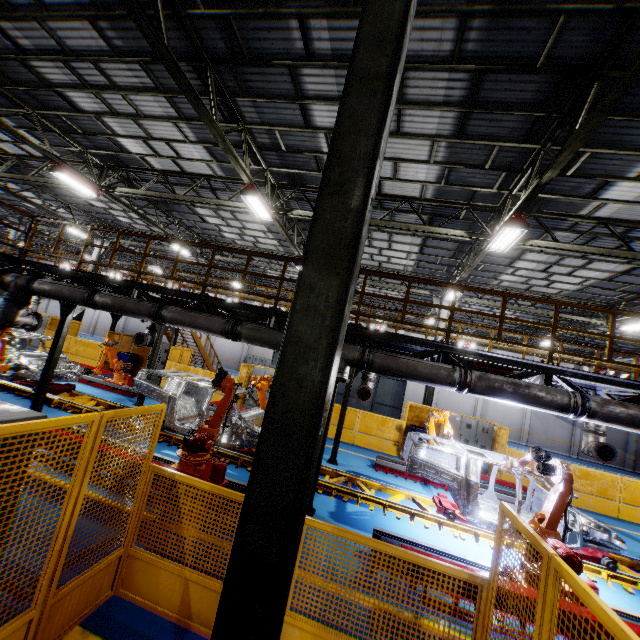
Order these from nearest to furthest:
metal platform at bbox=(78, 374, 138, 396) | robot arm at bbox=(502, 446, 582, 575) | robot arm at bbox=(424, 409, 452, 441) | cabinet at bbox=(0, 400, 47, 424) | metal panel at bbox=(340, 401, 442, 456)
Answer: cabinet at bbox=(0, 400, 47, 424) < robot arm at bbox=(502, 446, 582, 575) < robot arm at bbox=(424, 409, 452, 441) < metal platform at bbox=(78, 374, 138, 396) < metal panel at bbox=(340, 401, 442, 456)

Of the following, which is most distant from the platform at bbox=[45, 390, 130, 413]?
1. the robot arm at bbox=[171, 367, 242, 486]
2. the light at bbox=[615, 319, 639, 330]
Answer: the light at bbox=[615, 319, 639, 330]

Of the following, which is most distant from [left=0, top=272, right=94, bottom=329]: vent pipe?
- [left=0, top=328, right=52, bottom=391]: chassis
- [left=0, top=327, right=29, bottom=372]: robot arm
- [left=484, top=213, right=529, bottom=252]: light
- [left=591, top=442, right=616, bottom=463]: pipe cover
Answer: [left=484, top=213, right=529, bottom=252]: light

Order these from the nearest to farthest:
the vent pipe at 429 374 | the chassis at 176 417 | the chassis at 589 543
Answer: the vent pipe at 429 374, the chassis at 589 543, the chassis at 176 417

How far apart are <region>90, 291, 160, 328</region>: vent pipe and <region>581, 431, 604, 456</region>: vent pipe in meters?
3.7

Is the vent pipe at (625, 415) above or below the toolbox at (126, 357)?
above

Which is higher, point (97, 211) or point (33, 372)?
point (97, 211)

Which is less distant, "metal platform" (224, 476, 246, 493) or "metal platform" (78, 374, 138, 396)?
"metal platform" (224, 476, 246, 493)
